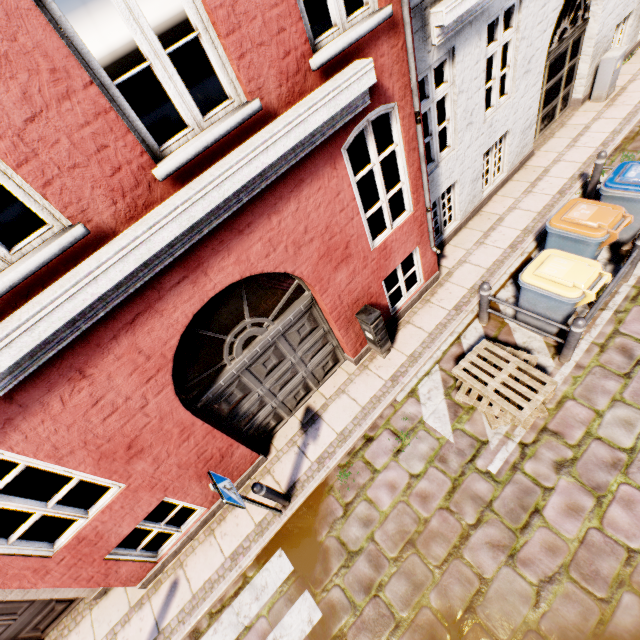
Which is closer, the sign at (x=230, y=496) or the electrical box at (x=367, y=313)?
the sign at (x=230, y=496)

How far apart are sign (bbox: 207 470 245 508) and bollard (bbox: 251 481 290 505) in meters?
0.4 m

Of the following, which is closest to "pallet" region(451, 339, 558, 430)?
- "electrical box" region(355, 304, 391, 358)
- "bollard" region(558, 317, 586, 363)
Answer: "bollard" region(558, 317, 586, 363)

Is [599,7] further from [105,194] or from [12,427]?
[12,427]

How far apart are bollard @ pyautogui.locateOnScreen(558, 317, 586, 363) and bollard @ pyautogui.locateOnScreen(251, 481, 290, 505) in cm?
503

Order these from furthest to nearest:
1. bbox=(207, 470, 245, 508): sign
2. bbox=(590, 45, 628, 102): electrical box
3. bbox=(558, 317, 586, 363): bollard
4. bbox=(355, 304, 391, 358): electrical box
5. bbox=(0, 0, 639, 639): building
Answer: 1. bbox=(590, 45, 628, 102): electrical box
2. bbox=(355, 304, 391, 358): electrical box
3. bbox=(558, 317, 586, 363): bollard
4. bbox=(207, 470, 245, 508): sign
5. bbox=(0, 0, 639, 639): building

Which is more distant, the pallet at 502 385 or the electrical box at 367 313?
the electrical box at 367 313

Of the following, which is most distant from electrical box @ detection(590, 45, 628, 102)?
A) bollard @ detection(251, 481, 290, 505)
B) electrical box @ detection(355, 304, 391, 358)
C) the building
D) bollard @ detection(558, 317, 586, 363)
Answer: bollard @ detection(251, 481, 290, 505)
